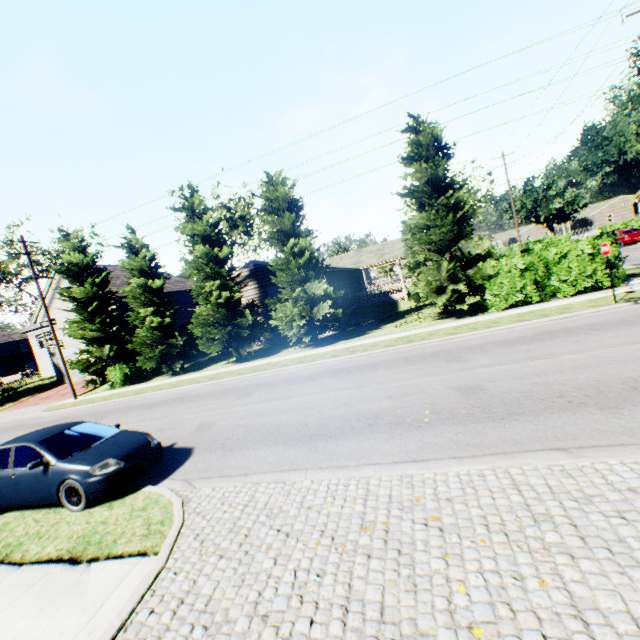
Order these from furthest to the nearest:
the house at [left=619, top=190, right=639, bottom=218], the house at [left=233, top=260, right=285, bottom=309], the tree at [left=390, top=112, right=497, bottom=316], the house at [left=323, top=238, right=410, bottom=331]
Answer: the house at [left=619, top=190, right=639, bottom=218] → the house at [left=323, top=238, right=410, bottom=331] → the house at [left=233, top=260, right=285, bottom=309] → the tree at [left=390, top=112, right=497, bottom=316]

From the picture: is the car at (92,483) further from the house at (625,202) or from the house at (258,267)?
the house at (625,202)

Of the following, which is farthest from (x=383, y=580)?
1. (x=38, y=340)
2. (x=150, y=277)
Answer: (x=38, y=340)

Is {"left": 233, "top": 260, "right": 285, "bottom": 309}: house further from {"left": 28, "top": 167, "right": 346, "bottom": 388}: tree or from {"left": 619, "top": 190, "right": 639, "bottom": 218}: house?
{"left": 619, "top": 190, "right": 639, "bottom": 218}: house

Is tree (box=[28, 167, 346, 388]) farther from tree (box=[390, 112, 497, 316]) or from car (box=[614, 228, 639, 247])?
car (box=[614, 228, 639, 247])

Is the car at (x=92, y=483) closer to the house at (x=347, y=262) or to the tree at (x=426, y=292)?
the tree at (x=426, y=292)

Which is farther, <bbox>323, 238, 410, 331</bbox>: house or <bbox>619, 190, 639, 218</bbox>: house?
<bbox>619, 190, 639, 218</bbox>: house

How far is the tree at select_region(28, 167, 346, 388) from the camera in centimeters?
1889cm
